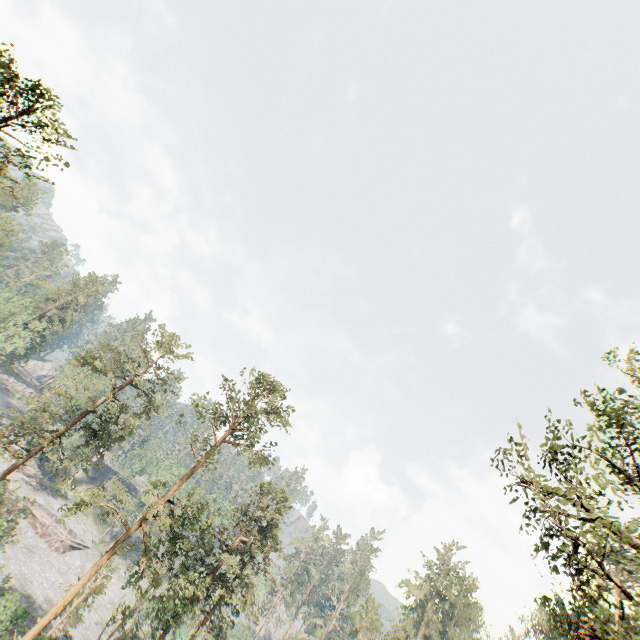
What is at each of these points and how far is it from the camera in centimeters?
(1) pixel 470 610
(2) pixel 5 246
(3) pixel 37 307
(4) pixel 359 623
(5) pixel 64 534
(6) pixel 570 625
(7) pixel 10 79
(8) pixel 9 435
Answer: (1) foliage, 5206cm
(2) foliage, 5703cm
(3) foliage, 5847cm
(4) foliage, 4544cm
(5) ground embankment, 5434cm
(6) foliage, 1178cm
(7) foliage, 1169cm
(8) foliage, 2606cm

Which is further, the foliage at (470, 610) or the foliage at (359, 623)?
the foliage at (470, 610)

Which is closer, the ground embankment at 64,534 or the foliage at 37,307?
the foliage at 37,307

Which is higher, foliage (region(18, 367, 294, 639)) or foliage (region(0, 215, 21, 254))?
foliage (region(0, 215, 21, 254))

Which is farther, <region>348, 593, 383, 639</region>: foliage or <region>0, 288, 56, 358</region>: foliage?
<region>0, 288, 56, 358</region>: foliage

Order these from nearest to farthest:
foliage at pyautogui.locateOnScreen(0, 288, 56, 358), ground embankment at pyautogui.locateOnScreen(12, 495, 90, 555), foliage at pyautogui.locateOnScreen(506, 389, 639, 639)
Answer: foliage at pyautogui.locateOnScreen(506, 389, 639, 639), foliage at pyautogui.locateOnScreen(0, 288, 56, 358), ground embankment at pyautogui.locateOnScreen(12, 495, 90, 555)

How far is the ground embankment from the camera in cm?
5262
